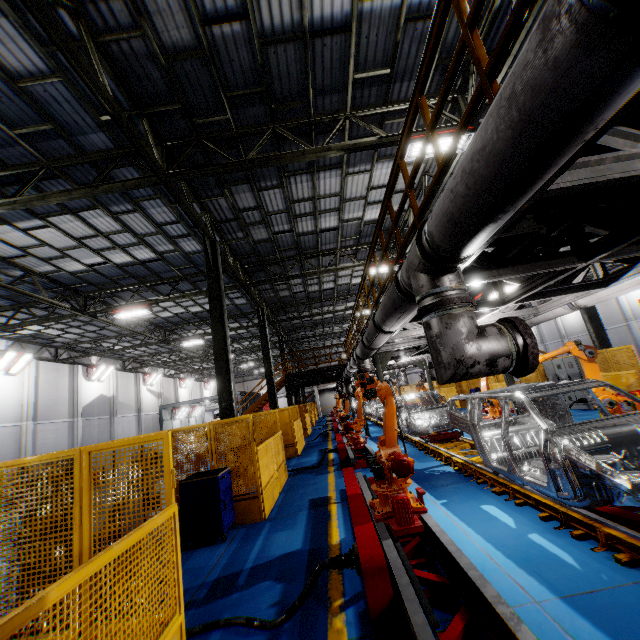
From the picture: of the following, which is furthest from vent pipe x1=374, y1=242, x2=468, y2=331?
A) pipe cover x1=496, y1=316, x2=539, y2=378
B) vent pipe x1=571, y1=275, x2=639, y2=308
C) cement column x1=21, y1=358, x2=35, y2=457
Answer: cement column x1=21, y1=358, x2=35, y2=457

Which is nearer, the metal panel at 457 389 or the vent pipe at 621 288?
the vent pipe at 621 288

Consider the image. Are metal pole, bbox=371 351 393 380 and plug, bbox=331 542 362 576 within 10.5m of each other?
yes

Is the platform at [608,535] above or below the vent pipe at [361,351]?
below

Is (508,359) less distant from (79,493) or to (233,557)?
(79,493)

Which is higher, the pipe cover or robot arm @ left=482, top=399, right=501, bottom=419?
the pipe cover

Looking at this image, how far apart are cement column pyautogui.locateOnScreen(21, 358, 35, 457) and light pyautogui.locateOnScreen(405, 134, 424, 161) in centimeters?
2434cm

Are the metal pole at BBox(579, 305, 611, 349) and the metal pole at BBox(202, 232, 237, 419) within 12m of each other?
no
